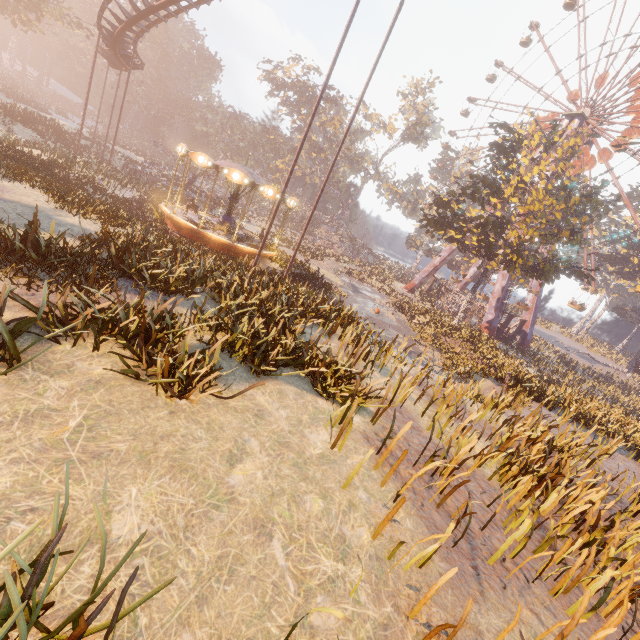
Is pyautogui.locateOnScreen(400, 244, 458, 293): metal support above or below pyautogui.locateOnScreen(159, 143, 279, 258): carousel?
above

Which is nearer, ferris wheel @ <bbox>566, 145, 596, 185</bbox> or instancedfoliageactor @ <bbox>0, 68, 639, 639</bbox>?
instancedfoliageactor @ <bbox>0, 68, 639, 639</bbox>

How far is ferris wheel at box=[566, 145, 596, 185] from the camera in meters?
36.3 m

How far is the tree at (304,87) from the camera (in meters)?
51.12

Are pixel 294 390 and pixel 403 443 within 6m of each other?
yes

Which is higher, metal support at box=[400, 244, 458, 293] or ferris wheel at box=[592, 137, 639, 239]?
ferris wheel at box=[592, 137, 639, 239]

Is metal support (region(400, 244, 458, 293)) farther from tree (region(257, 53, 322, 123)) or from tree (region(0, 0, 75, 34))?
tree (region(0, 0, 75, 34))

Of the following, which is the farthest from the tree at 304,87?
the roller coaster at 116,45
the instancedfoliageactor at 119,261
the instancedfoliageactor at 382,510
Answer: the instancedfoliageactor at 382,510
